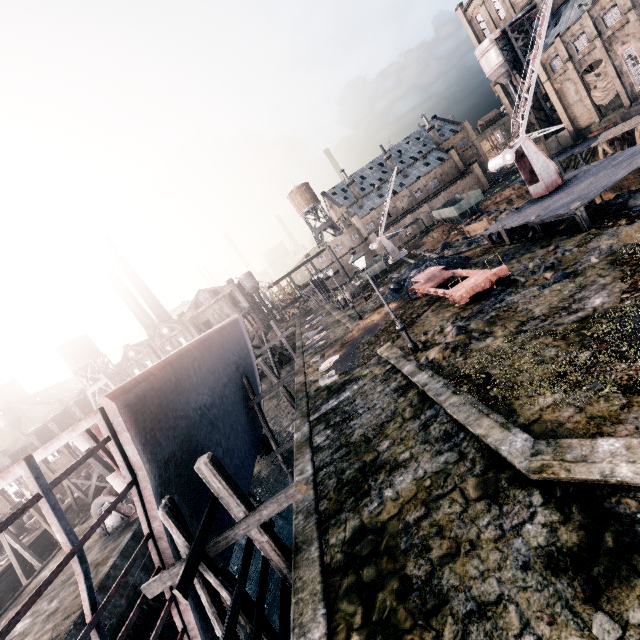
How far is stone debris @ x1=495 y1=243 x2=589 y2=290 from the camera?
14.13m

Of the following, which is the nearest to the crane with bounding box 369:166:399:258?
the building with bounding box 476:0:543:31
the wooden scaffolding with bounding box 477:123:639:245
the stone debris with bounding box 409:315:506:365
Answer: the wooden scaffolding with bounding box 477:123:639:245

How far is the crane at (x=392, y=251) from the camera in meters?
50.0 m

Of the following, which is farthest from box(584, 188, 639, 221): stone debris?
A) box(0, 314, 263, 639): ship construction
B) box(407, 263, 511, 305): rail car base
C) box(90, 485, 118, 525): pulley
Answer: box(90, 485, 118, 525): pulley

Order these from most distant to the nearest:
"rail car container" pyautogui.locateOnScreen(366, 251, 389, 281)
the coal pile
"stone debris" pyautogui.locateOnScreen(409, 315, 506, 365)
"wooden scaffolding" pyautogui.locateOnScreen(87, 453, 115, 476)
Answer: "rail car container" pyautogui.locateOnScreen(366, 251, 389, 281) → the coal pile → "wooden scaffolding" pyautogui.locateOnScreen(87, 453, 115, 476) → "stone debris" pyautogui.locateOnScreen(409, 315, 506, 365)

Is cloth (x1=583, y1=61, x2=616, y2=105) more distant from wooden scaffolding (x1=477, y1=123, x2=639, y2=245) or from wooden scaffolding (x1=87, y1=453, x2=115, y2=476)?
wooden scaffolding (x1=87, y1=453, x2=115, y2=476)

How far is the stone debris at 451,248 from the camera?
31.3m

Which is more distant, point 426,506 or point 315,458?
point 315,458
